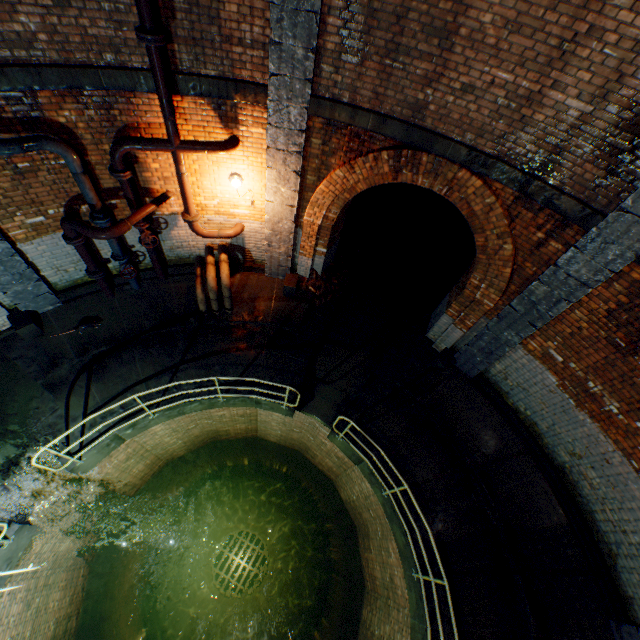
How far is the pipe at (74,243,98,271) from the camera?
6.41m

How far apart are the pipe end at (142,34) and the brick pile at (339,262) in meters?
5.3 m

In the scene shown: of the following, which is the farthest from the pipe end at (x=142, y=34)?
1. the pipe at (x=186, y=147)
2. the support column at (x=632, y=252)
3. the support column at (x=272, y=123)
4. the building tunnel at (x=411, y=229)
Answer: the support column at (x=632, y=252)

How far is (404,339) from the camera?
9.0 meters

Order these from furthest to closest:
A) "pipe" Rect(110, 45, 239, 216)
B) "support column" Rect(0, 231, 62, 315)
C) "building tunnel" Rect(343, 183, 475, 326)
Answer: "building tunnel" Rect(343, 183, 475, 326)
"support column" Rect(0, 231, 62, 315)
"pipe" Rect(110, 45, 239, 216)

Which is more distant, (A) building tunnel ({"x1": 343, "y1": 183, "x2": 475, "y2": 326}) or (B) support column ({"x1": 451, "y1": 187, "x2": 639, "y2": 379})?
(A) building tunnel ({"x1": 343, "y1": 183, "x2": 475, "y2": 326})

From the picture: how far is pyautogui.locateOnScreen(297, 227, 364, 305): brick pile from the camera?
8.8 meters

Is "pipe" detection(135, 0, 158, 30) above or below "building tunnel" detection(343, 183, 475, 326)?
above
